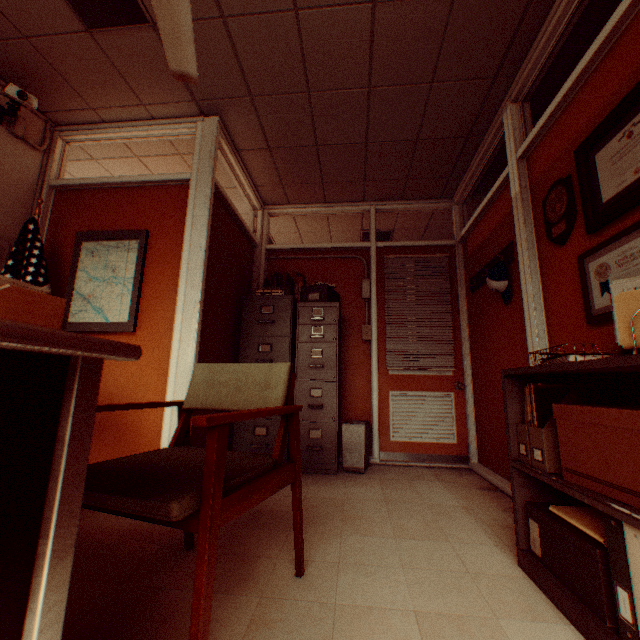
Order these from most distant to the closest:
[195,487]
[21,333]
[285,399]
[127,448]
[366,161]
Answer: [366,161] < [127,448] < [285,399] < [195,487] < [21,333]

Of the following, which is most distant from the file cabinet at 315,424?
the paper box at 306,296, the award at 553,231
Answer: the award at 553,231

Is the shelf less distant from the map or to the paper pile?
the paper pile

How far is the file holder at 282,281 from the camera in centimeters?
421cm

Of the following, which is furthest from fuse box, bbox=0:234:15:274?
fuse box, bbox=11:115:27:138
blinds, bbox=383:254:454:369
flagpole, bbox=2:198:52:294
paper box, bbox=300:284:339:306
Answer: blinds, bbox=383:254:454:369

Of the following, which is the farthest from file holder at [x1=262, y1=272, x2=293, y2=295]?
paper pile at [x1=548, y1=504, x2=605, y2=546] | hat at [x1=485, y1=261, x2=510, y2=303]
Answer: paper pile at [x1=548, y1=504, x2=605, y2=546]

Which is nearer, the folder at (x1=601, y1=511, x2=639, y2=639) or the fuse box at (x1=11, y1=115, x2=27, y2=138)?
the folder at (x1=601, y1=511, x2=639, y2=639)

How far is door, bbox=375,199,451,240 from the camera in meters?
4.5
